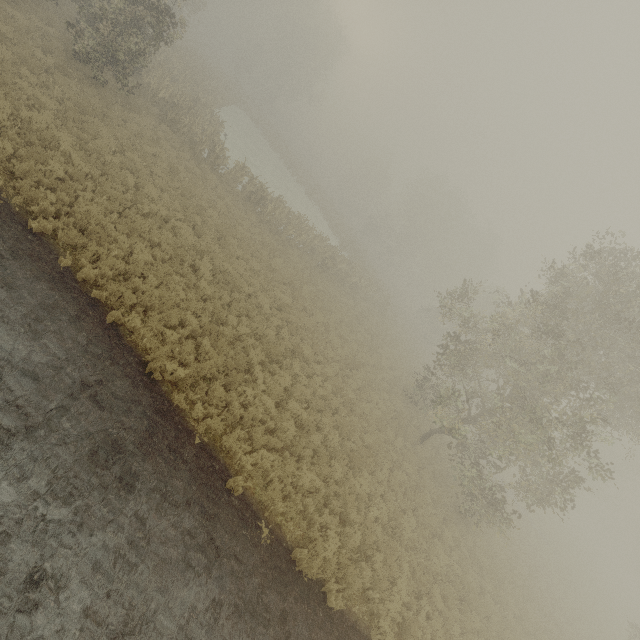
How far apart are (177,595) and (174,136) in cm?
2068
